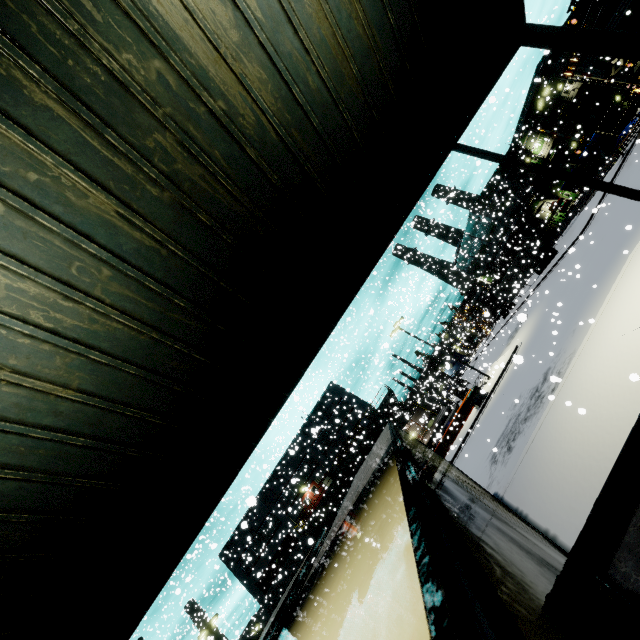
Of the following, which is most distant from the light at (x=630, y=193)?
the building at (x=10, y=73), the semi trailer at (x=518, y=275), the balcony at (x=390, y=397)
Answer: the balcony at (x=390, y=397)

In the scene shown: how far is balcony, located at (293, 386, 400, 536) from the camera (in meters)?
34.31

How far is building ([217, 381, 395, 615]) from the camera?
35.8 meters

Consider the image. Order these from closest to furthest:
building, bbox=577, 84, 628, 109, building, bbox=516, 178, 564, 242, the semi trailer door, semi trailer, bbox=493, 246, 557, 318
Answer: the semi trailer door < semi trailer, bbox=493, 246, 557, 318 < building, bbox=577, 84, 628, 109 < building, bbox=516, 178, 564, 242

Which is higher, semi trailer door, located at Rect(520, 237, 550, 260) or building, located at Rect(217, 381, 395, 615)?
building, located at Rect(217, 381, 395, 615)

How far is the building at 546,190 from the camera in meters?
56.2 m

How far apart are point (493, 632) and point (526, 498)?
10.50m

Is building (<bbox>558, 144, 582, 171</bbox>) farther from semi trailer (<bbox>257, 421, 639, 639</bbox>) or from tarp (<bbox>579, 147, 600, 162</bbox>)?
tarp (<bbox>579, 147, 600, 162</bbox>)
